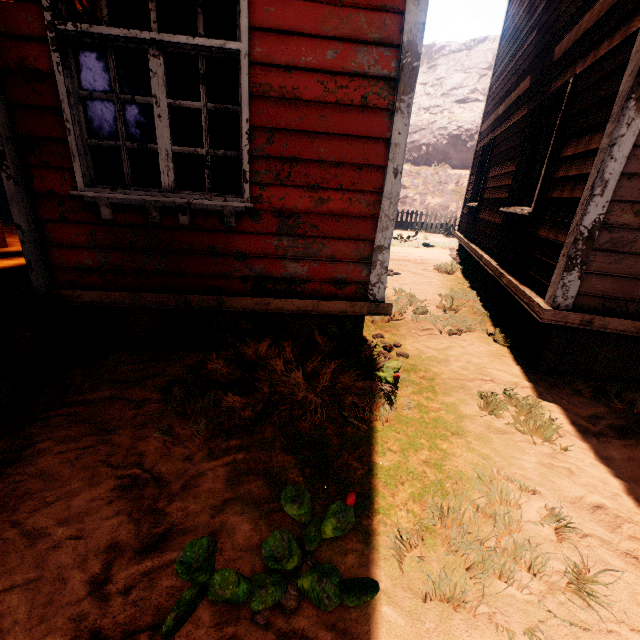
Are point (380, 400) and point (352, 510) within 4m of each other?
yes

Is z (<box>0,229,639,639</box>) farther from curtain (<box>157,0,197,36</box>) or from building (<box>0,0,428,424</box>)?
curtain (<box>157,0,197,36</box>)

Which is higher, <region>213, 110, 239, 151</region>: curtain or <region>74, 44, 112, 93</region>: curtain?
<region>74, 44, 112, 93</region>: curtain

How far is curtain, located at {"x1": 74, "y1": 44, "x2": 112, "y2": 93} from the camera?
2.5 meters

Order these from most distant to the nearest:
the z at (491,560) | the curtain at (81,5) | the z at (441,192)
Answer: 1. the z at (441,192)
2. the curtain at (81,5)
3. the z at (491,560)

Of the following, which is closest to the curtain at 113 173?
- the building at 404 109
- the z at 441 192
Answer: the building at 404 109

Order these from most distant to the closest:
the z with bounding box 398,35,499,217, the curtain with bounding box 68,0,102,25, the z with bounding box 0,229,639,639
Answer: the z with bounding box 398,35,499,217
the curtain with bounding box 68,0,102,25
the z with bounding box 0,229,639,639
